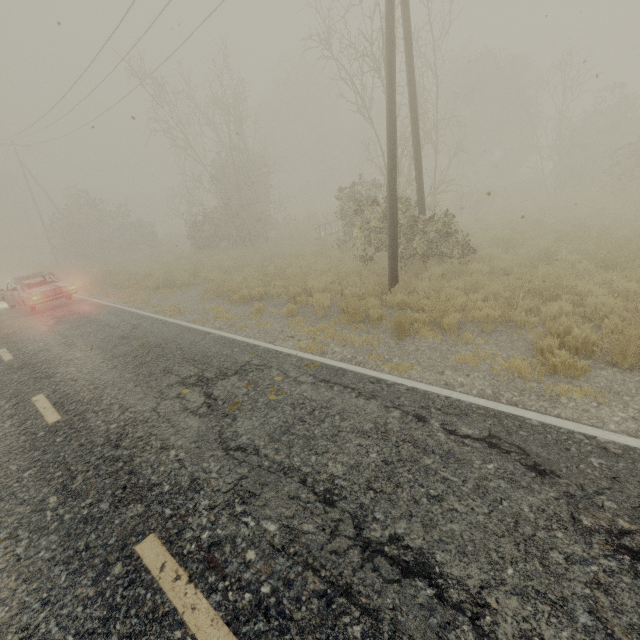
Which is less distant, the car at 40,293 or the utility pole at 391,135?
the utility pole at 391,135

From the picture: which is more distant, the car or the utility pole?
the car

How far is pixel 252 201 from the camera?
23.6m
